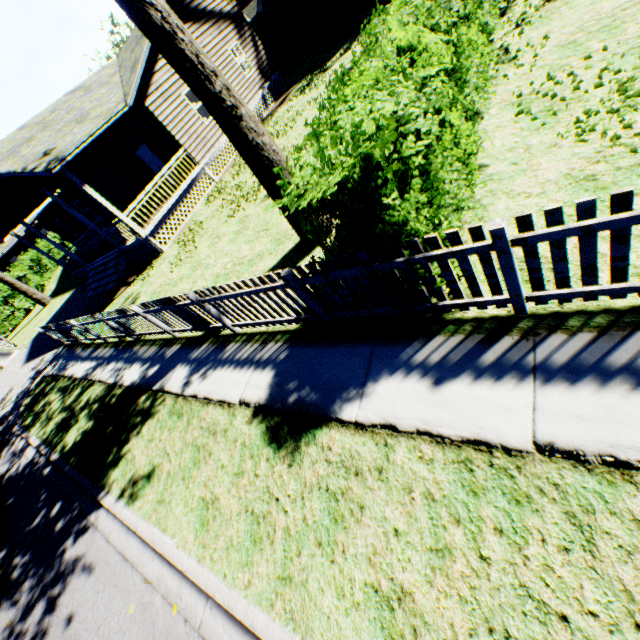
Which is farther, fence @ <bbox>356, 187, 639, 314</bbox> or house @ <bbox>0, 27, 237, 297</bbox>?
house @ <bbox>0, 27, 237, 297</bbox>

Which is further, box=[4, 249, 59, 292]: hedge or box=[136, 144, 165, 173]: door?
box=[4, 249, 59, 292]: hedge

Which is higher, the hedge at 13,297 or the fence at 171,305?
the hedge at 13,297

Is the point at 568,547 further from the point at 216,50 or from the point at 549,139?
the point at 216,50

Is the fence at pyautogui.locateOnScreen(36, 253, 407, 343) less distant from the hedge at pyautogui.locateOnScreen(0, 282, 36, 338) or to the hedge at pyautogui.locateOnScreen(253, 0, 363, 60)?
the hedge at pyautogui.locateOnScreen(0, 282, 36, 338)

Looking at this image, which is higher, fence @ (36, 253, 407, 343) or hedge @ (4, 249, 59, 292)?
hedge @ (4, 249, 59, 292)

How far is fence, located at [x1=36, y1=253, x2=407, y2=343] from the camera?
4.2m

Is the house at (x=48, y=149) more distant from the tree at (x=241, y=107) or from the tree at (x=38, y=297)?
the tree at (x=241, y=107)
